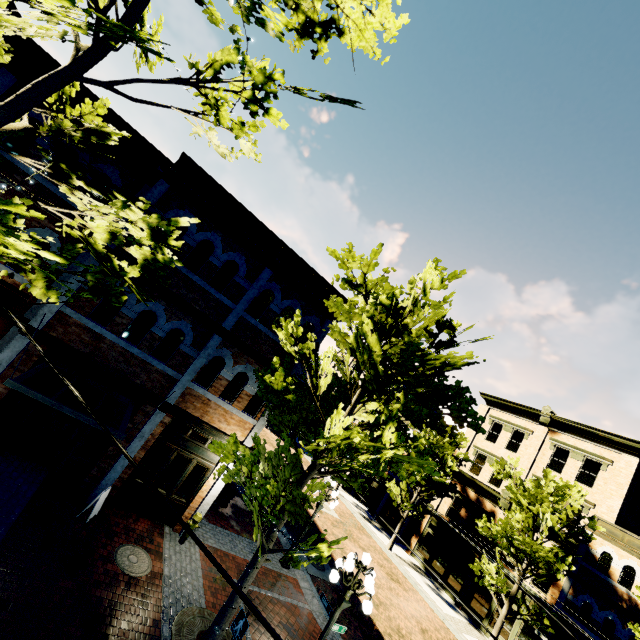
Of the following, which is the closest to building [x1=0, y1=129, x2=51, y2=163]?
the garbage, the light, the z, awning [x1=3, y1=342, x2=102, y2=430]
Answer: the z

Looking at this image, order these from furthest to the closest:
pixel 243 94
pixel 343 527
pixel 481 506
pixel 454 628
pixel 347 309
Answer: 1. pixel 481 506
2. pixel 343 527
3. pixel 454 628
4. pixel 347 309
5. pixel 243 94

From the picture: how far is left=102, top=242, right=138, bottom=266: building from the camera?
8.93m

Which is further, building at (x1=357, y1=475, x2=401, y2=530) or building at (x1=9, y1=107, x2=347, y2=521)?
building at (x1=357, y1=475, x2=401, y2=530)

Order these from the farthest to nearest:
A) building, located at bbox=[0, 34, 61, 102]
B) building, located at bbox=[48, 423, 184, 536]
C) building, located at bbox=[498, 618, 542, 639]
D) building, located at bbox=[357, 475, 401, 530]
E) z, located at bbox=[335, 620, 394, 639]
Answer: building, located at bbox=[357, 475, 401, 530]
building, located at bbox=[498, 618, 542, 639]
z, located at bbox=[335, 620, 394, 639]
building, located at bbox=[48, 423, 184, 536]
building, located at bbox=[0, 34, 61, 102]

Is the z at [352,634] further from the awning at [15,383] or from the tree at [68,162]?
the awning at [15,383]

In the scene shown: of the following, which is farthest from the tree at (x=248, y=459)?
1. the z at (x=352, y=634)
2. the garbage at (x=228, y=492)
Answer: the garbage at (x=228, y=492)
